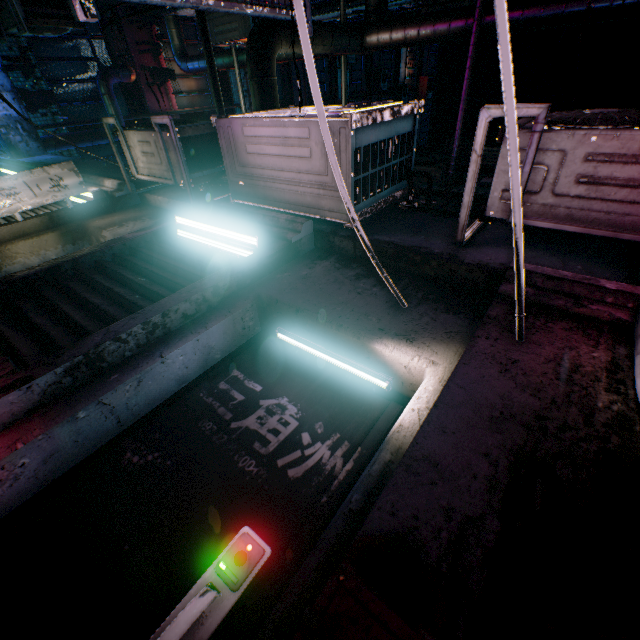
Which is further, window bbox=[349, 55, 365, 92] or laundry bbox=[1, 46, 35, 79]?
window bbox=[349, 55, 365, 92]

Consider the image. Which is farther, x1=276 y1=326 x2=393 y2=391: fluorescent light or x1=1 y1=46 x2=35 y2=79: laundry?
x1=1 y1=46 x2=35 y2=79: laundry

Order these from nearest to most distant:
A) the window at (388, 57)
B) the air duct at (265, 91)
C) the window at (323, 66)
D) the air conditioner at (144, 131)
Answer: the air conditioner at (144, 131) → the air duct at (265, 91) → the window at (323, 66) → the window at (388, 57)

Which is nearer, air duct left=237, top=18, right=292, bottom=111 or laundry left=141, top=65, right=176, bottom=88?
air duct left=237, top=18, right=292, bottom=111

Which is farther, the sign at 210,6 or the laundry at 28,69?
the laundry at 28,69

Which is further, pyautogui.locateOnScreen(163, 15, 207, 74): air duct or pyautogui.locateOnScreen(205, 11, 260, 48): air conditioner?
pyautogui.locateOnScreen(163, 15, 207, 74): air duct

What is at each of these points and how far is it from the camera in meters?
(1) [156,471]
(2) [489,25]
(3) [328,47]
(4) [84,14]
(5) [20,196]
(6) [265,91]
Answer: (1) door, 1.2 m
(2) air duct, 3.8 m
(3) air duct, 4.2 m
(4) sign, 1.5 m
(5) sign, 2.7 m
(6) air duct, 3.7 m

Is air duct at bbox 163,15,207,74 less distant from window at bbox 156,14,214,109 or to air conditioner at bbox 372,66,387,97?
window at bbox 156,14,214,109
